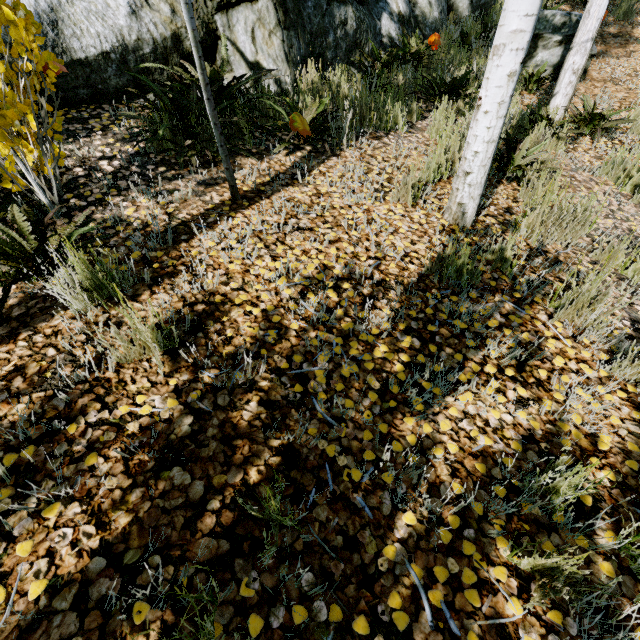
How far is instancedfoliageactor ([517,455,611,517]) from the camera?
1.24m

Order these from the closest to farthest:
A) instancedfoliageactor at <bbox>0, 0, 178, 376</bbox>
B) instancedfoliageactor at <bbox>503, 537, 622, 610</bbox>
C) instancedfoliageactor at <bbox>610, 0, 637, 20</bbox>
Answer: instancedfoliageactor at <bbox>503, 537, 622, 610</bbox>
instancedfoliageactor at <bbox>0, 0, 178, 376</bbox>
instancedfoliageactor at <bbox>610, 0, 637, 20</bbox>

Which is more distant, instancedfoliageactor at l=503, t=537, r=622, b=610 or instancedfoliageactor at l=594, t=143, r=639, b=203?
instancedfoliageactor at l=594, t=143, r=639, b=203

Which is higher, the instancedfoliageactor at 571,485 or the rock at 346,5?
the rock at 346,5

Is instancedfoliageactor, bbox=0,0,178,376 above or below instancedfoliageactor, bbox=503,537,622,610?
above

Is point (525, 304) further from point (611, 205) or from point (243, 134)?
point (243, 134)

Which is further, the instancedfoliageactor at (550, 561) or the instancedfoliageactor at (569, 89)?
the instancedfoliageactor at (569, 89)
